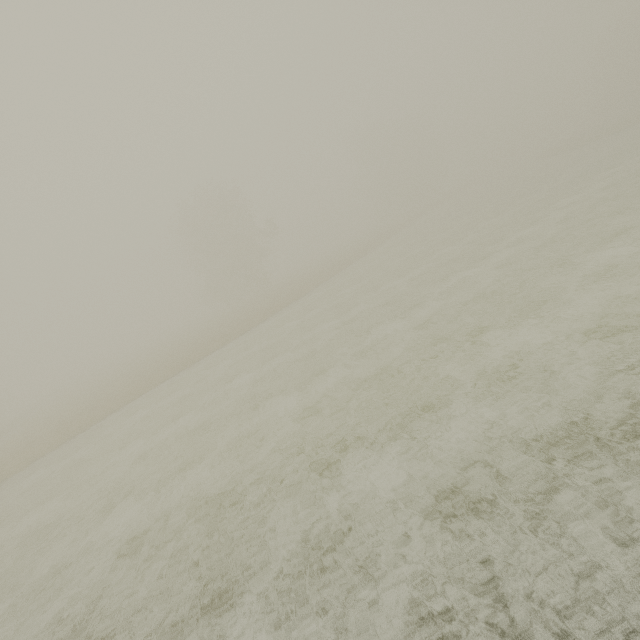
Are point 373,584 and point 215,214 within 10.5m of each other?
no
